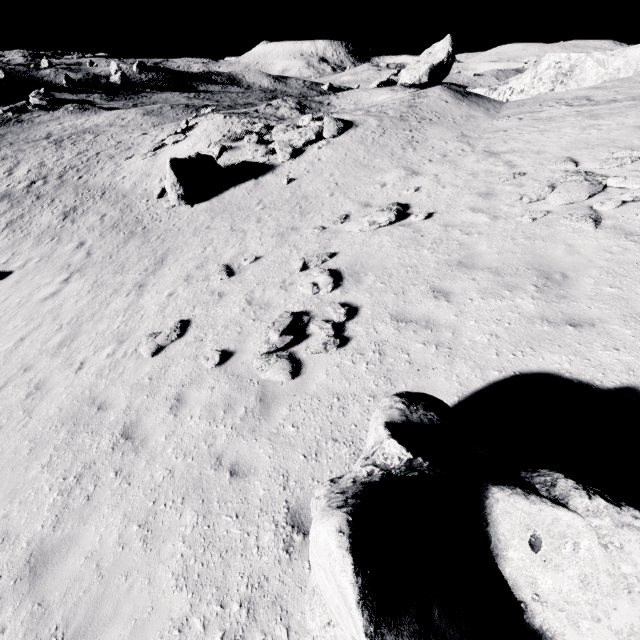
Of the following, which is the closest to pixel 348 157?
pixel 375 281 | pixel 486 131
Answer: pixel 486 131

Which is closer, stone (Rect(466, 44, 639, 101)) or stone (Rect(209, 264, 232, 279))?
stone (Rect(209, 264, 232, 279))

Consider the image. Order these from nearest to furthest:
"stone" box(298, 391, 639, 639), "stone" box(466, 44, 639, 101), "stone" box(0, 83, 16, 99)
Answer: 1. "stone" box(298, 391, 639, 639)
2. "stone" box(466, 44, 639, 101)
3. "stone" box(0, 83, 16, 99)

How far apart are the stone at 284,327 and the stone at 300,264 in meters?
2.0 m

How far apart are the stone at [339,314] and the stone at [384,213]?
4.2m

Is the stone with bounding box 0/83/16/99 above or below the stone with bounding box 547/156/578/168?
below

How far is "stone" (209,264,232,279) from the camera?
10.4 meters

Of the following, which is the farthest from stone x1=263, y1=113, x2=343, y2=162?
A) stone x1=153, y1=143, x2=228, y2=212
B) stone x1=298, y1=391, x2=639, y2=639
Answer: stone x1=298, y1=391, x2=639, y2=639
